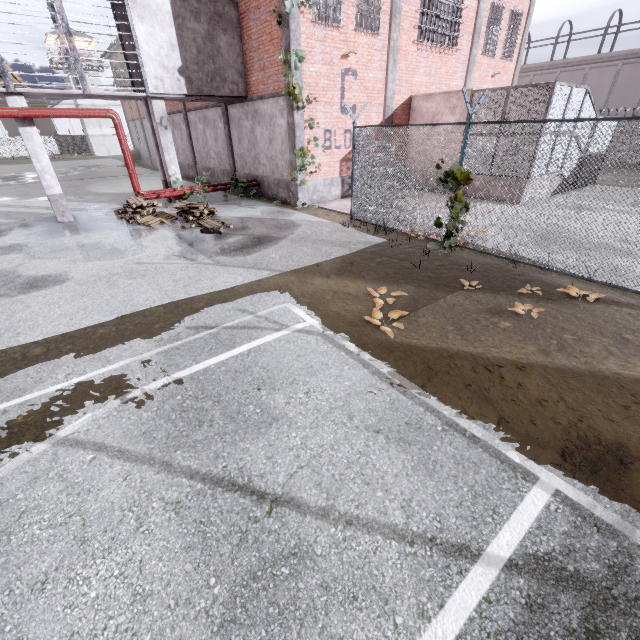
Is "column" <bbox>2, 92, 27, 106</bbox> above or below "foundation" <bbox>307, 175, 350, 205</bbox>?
above

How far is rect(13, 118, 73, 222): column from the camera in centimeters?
1053cm

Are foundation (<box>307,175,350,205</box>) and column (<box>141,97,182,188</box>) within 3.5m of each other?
no

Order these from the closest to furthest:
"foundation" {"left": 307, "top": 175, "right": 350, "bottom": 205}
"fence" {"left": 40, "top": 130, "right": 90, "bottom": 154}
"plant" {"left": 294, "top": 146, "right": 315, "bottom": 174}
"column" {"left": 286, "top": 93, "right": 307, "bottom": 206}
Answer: "column" {"left": 286, "top": 93, "right": 307, "bottom": 206} < "plant" {"left": 294, "top": 146, "right": 315, "bottom": 174} < "foundation" {"left": 307, "top": 175, "right": 350, "bottom": 205} < "fence" {"left": 40, "top": 130, "right": 90, "bottom": 154}

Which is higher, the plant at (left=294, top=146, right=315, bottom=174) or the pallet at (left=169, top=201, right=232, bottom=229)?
the plant at (left=294, top=146, right=315, bottom=174)

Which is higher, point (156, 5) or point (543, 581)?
point (156, 5)

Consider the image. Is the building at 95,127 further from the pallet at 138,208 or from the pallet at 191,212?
the pallet at 191,212

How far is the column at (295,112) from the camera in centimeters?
1181cm
